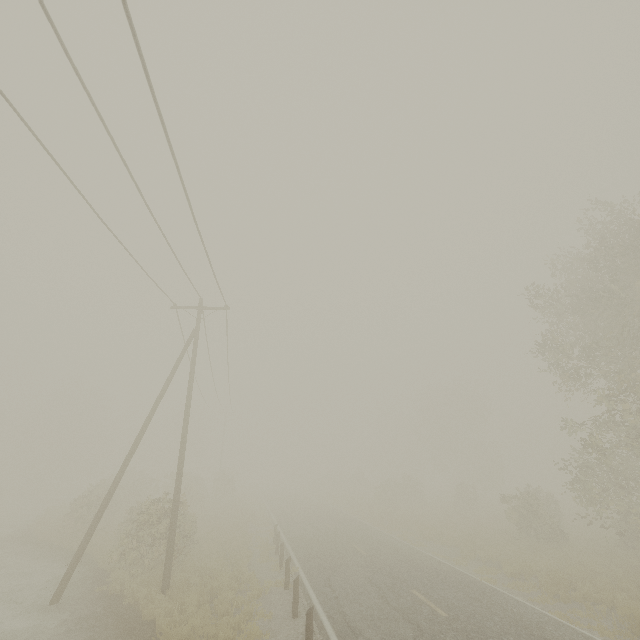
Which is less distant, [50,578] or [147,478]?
[50,578]

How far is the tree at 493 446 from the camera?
47.6m

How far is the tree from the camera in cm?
4759
